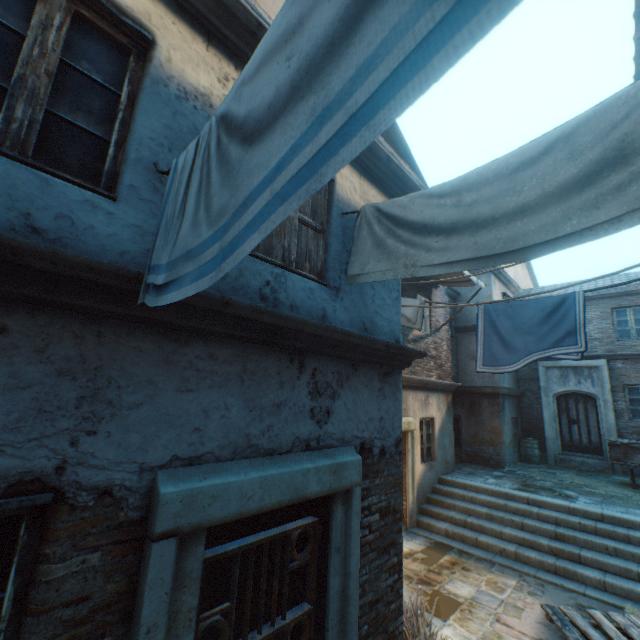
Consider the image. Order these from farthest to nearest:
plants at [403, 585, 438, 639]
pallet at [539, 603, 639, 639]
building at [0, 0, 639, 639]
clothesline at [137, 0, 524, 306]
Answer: pallet at [539, 603, 639, 639] < plants at [403, 585, 438, 639] < building at [0, 0, 639, 639] < clothesline at [137, 0, 524, 306]

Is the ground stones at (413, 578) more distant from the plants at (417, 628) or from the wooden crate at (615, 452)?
the wooden crate at (615, 452)

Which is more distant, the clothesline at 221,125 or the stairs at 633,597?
the stairs at 633,597

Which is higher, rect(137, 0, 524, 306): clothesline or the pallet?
rect(137, 0, 524, 306): clothesline

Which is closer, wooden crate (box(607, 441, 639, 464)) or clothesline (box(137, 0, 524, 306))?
clothesline (box(137, 0, 524, 306))

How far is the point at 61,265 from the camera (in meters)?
1.59

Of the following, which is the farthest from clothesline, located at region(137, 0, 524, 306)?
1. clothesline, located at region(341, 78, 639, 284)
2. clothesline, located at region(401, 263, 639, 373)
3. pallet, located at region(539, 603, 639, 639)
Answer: pallet, located at region(539, 603, 639, 639)

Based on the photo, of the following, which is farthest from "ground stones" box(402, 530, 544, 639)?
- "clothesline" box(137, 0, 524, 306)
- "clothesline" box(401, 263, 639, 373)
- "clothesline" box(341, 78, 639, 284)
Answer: "clothesline" box(137, 0, 524, 306)
